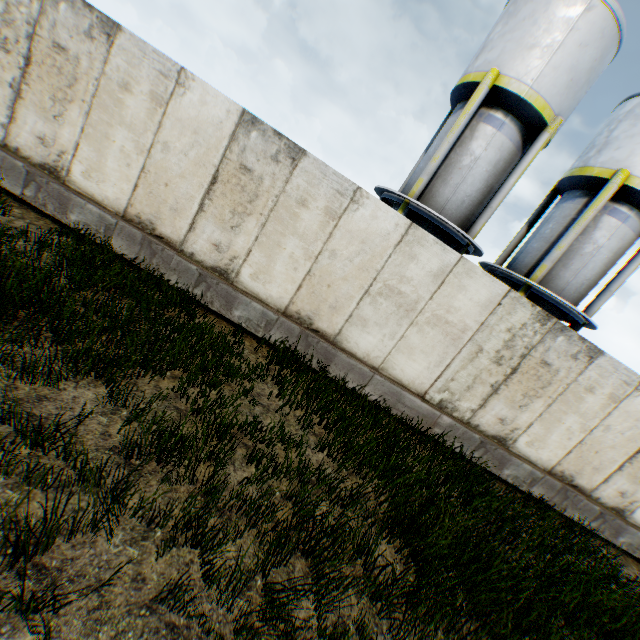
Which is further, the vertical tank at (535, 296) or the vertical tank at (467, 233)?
the vertical tank at (535, 296)

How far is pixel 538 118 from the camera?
10.6 meters

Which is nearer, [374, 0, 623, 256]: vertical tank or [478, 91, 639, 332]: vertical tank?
[374, 0, 623, 256]: vertical tank
